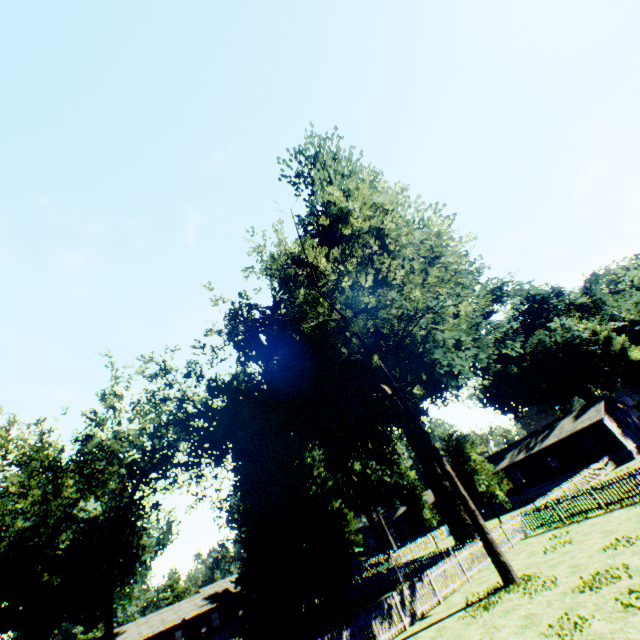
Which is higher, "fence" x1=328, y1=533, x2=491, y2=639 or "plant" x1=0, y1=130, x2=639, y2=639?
A: "plant" x1=0, y1=130, x2=639, y2=639

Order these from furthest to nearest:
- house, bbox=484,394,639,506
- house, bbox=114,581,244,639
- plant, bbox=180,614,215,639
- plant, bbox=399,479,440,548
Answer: house, bbox=114,581,244,639 → plant, bbox=399,479,440,548 → house, bbox=484,394,639,506 → plant, bbox=180,614,215,639

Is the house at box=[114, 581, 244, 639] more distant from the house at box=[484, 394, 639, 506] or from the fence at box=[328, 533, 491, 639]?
the house at box=[484, 394, 639, 506]

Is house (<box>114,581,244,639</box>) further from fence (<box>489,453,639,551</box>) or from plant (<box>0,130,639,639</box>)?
plant (<box>0,130,639,639</box>)

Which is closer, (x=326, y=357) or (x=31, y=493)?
(x=326, y=357)

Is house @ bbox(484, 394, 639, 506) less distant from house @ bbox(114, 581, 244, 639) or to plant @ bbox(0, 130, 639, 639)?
plant @ bbox(0, 130, 639, 639)

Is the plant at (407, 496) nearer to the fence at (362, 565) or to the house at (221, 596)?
the fence at (362, 565)

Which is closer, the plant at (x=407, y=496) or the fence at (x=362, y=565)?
the fence at (x=362, y=565)
